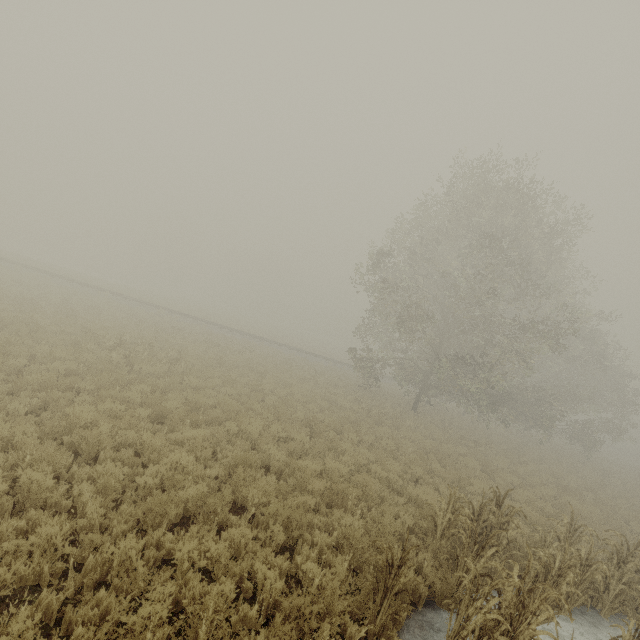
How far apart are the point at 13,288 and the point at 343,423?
20.63m
